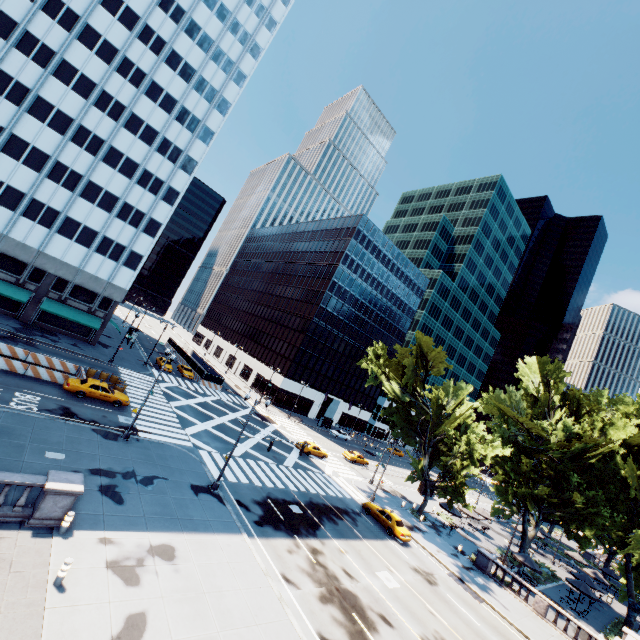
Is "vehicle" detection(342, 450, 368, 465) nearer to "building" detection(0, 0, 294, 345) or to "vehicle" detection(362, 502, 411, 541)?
"vehicle" detection(362, 502, 411, 541)

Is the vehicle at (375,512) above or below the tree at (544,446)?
below

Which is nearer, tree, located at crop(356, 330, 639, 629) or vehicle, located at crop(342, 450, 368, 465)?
tree, located at crop(356, 330, 639, 629)

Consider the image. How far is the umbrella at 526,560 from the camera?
32.33m

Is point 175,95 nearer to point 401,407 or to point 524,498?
point 401,407

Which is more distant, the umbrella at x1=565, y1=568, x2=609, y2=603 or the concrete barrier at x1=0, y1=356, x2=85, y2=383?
the umbrella at x1=565, y1=568, x2=609, y2=603

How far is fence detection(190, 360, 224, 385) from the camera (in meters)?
54.00

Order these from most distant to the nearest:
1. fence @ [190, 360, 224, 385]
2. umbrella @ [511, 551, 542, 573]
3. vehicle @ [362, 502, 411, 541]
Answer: fence @ [190, 360, 224, 385] < umbrella @ [511, 551, 542, 573] < vehicle @ [362, 502, 411, 541]
